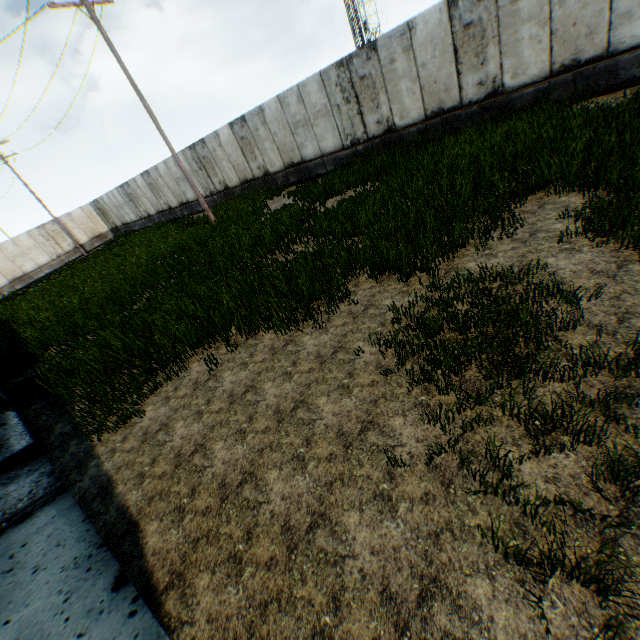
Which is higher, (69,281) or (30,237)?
(30,237)
